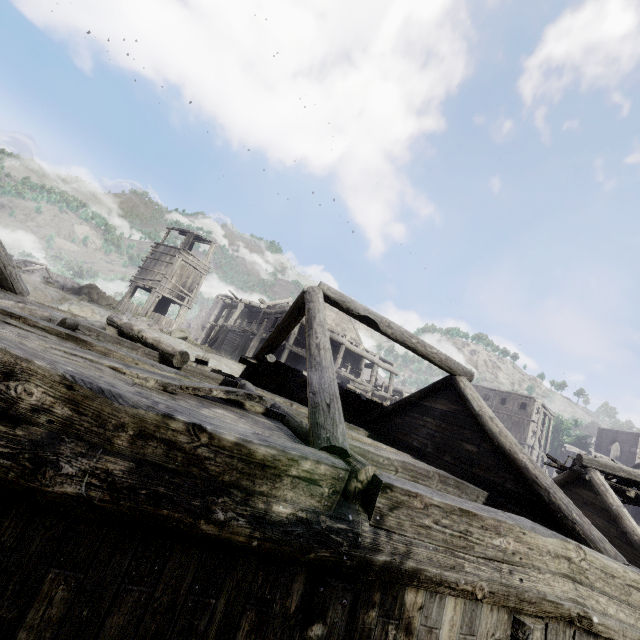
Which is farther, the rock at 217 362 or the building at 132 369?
the rock at 217 362

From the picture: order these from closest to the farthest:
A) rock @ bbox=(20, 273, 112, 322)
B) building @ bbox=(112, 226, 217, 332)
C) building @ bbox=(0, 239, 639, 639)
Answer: building @ bbox=(0, 239, 639, 639)
rock @ bbox=(20, 273, 112, 322)
building @ bbox=(112, 226, 217, 332)

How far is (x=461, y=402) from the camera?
8.4m

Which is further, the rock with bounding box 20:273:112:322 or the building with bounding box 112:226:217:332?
the building with bounding box 112:226:217:332

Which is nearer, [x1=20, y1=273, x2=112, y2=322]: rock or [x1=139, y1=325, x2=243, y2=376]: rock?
[x1=20, y1=273, x2=112, y2=322]: rock

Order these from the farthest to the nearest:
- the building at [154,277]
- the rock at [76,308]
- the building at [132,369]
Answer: the building at [154,277], the rock at [76,308], the building at [132,369]
